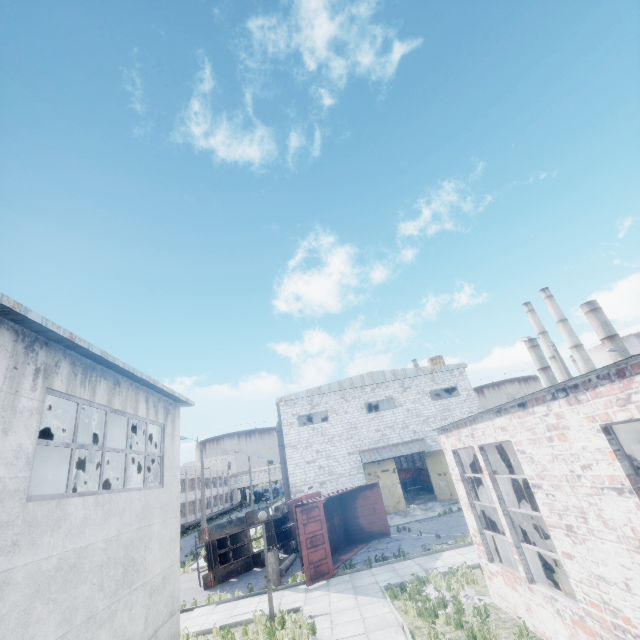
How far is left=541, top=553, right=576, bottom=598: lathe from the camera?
8.0 meters

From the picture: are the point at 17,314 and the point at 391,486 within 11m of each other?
no

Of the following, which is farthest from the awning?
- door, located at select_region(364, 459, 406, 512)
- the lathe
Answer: the lathe

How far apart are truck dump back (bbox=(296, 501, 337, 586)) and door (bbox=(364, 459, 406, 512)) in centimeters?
1243cm

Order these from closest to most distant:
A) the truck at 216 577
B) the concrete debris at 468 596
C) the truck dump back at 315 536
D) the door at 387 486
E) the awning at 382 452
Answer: the concrete debris at 468 596 < the truck dump back at 315 536 < the truck at 216 577 < the door at 387 486 < the awning at 382 452

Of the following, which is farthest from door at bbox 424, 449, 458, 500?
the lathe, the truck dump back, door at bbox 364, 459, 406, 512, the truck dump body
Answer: the lathe

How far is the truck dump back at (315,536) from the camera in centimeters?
1425cm

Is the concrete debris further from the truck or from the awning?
the awning
